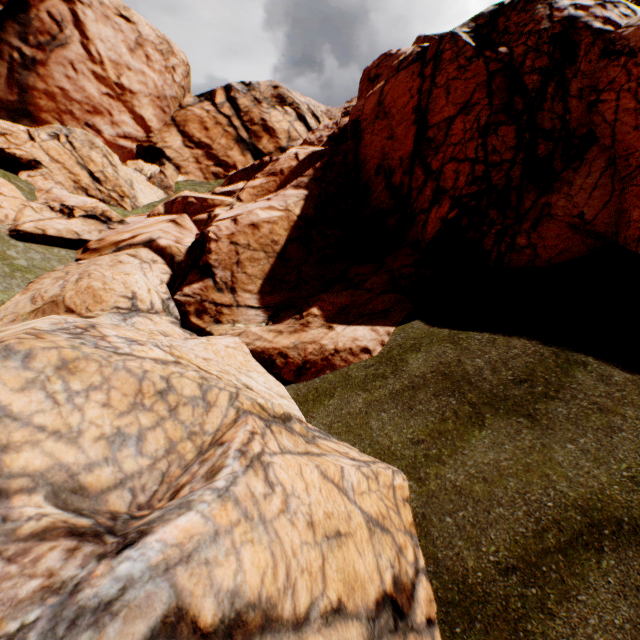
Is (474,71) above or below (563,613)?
above
